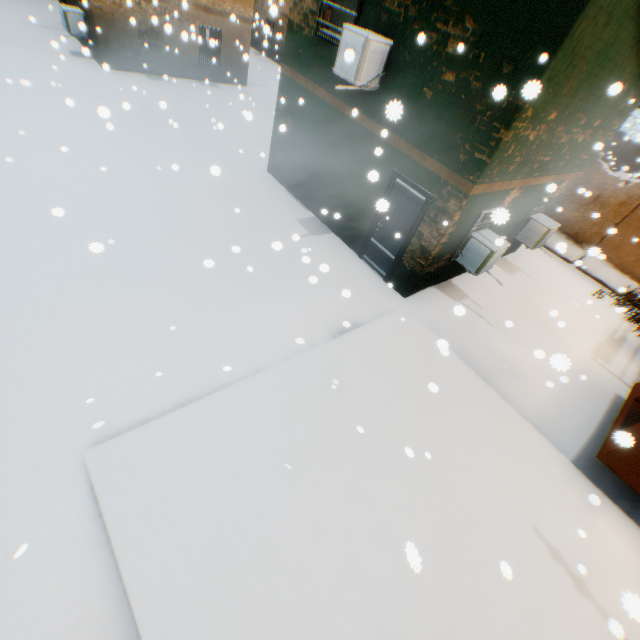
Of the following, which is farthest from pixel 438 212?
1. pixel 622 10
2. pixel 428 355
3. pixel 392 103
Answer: pixel 392 103
